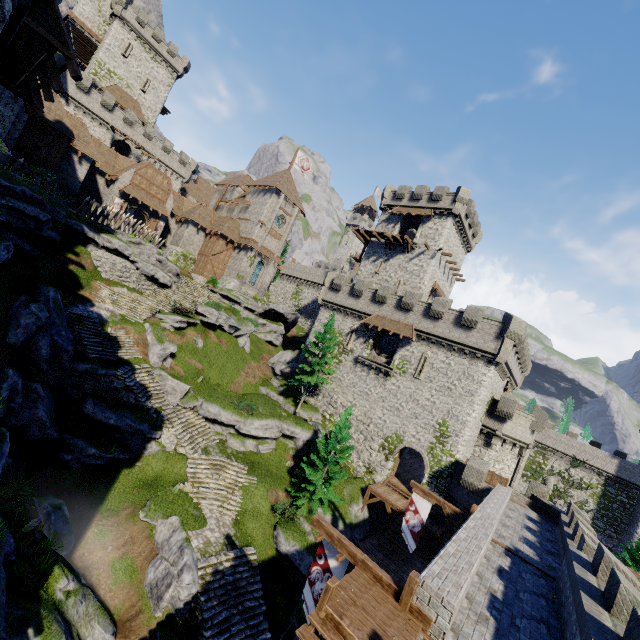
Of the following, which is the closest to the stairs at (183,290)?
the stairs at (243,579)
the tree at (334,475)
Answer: the tree at (334,475)

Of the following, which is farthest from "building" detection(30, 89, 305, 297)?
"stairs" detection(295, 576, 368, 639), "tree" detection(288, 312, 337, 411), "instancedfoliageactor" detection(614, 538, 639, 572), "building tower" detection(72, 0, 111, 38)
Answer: "instancedfoliageactor" detection(614, 538, 639, 572)

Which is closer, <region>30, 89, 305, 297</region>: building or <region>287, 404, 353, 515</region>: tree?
<region>287, 404, 353, 515</region>: tree

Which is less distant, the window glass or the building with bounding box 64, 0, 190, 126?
the window glass

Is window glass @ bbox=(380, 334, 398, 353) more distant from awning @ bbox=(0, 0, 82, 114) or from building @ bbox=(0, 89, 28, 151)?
building @ bbox=(0, 89, 28, 151)

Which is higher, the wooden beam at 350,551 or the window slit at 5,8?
the window slit at 5,8

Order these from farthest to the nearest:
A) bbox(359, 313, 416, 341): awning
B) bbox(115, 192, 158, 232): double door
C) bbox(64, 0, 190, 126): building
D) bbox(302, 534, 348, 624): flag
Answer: bbox(64, 0, 190, 126): building < bbox(115, 192, 158, 232): double door < bbox(359, 313, 416, 341): awning < bbox(302, 534, 348, 624): flag

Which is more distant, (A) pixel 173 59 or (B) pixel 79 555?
(A) pixel 173 59
